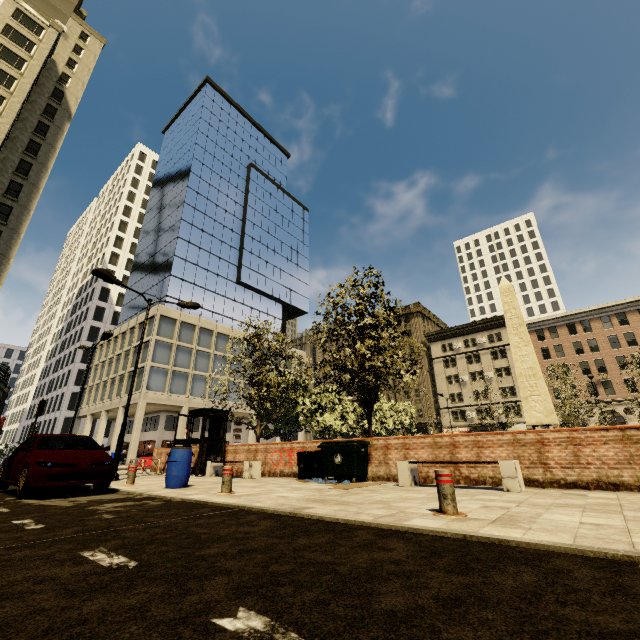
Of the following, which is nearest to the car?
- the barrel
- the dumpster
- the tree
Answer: the barrel

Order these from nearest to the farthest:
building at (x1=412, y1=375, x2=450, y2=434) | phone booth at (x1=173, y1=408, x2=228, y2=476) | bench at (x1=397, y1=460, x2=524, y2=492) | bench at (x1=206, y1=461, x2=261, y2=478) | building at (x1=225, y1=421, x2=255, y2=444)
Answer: bench at (x1=397, y1=460, x2=524, y2=492), bench at (x1=206, y1=461, x2=261, y2=478), phone booth at (x1=173, y1=408, x2=228, y2=476), building at (x1=225, y1=421, x2=255, y2=444), building at (x1=412, y1=375, x2=450, y2=434)

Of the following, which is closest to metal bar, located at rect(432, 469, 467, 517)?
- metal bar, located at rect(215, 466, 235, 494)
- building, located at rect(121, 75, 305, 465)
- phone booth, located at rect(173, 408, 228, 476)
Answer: metal bar, located at rect(215, 466, 235, 494)

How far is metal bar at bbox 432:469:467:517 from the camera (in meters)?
4.25

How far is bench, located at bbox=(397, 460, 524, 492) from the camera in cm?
667

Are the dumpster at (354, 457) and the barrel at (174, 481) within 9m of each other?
yes

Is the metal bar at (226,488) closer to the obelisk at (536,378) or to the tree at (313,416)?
the tree at (313,416)

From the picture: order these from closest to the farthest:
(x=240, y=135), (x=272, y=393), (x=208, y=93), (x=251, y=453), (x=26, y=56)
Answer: (x=251, y=453), (x=272, y=393), (x=26, y=56), (x=208, y=93), (x=240, y=135)
